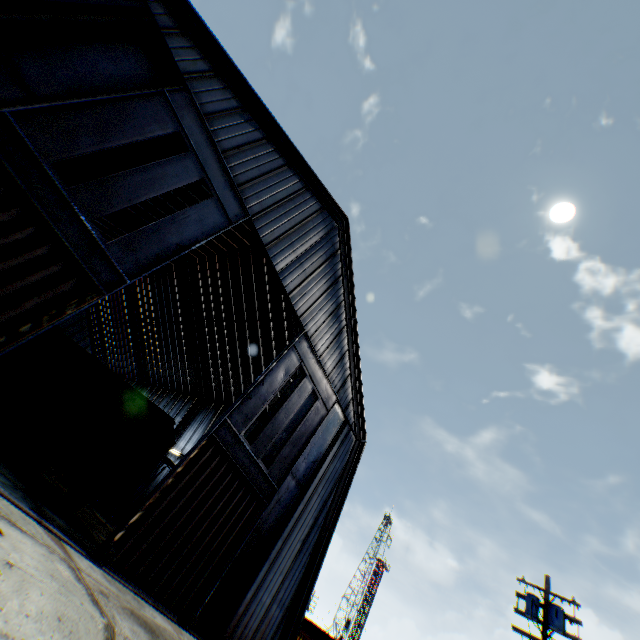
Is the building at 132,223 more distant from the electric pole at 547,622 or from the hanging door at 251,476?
the electric pole at 547,622

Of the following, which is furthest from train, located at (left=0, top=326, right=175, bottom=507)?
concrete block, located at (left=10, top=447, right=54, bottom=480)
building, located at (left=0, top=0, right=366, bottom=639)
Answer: building, located at (left=0, top=0, right=366, bottom=639)

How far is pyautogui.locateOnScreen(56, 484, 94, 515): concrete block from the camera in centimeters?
1209cm

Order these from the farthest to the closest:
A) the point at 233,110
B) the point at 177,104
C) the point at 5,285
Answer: the point at 233,110 → the point at 177,104 → the point at 5,285

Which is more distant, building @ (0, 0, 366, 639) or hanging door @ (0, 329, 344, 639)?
building @ (0, 0, 366, 639)

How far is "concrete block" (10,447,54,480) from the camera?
10.9 meters

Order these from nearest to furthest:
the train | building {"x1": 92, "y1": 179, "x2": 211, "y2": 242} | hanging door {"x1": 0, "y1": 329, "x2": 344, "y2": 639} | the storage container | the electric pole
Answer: hanging door {"x1": 0, "y1": 329, "x2": 344, "y2": 639}
the train
the electric pole
the storage container
building {"x1": 92, "y1": 179, "x2": 211, "y2": 242}

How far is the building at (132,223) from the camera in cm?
1969
